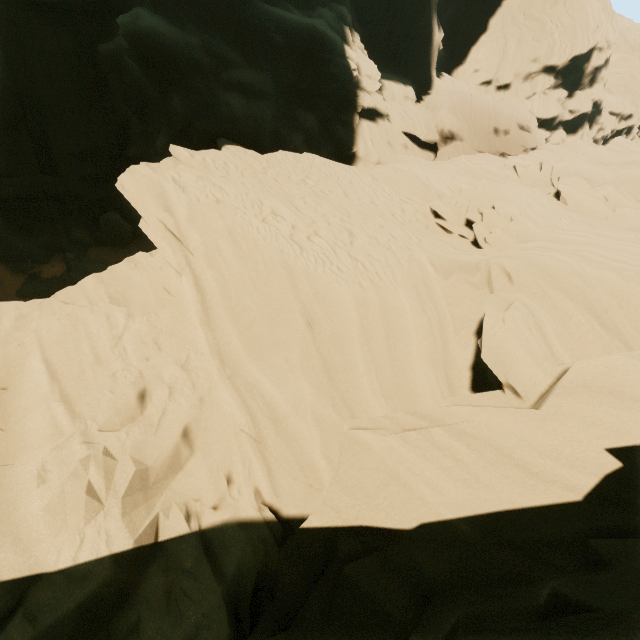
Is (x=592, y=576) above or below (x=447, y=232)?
above
